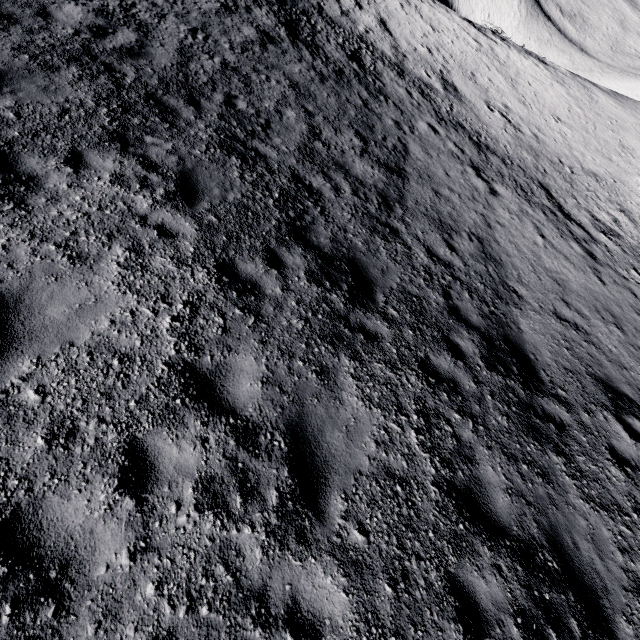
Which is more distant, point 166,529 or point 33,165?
point 33,165
